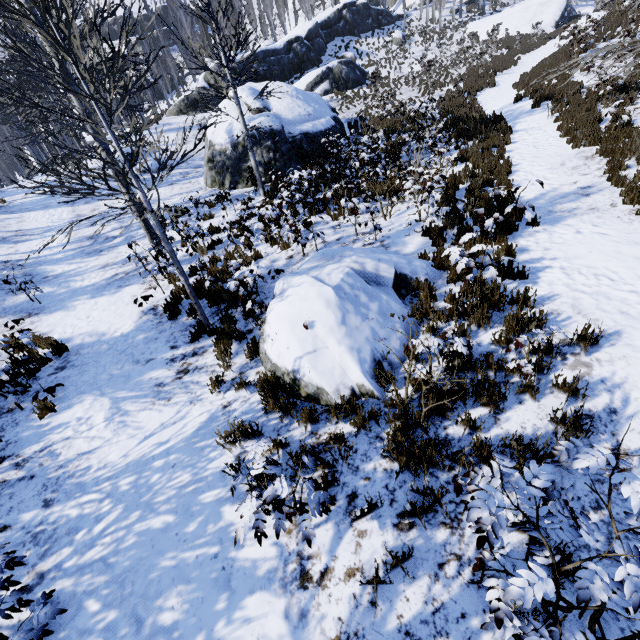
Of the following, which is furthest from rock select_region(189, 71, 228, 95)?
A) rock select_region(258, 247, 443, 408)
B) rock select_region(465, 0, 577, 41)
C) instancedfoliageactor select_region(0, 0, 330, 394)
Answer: rock select_region(258, 247, 443, 408)

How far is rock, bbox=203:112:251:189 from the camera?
14.94m

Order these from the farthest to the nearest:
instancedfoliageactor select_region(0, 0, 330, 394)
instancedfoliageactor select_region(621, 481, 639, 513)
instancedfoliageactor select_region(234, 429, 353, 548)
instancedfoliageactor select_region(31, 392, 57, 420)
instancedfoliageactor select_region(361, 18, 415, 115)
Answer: instancedfoliageactor select_region(361, 18, 415, 115) → instancedfoliageactor select_region(31, 392, 57, 420) → instancedfoliageactor select_region(0, 0, 330, 394) → instancedfoliageactor select_region(234, 429, 353, 548) → instancedfoliageactor select_region(621, 481, 639, 513)

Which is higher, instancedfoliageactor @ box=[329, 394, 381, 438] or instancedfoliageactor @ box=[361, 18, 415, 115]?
instancedfoliageactor @ box=[361, 18, 415, 115]

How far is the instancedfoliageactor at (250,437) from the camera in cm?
330

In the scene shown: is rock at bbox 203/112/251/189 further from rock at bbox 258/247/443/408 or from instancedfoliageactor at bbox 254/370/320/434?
rock at bbox 258/247/443/408

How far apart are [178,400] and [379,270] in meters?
4.1 m
